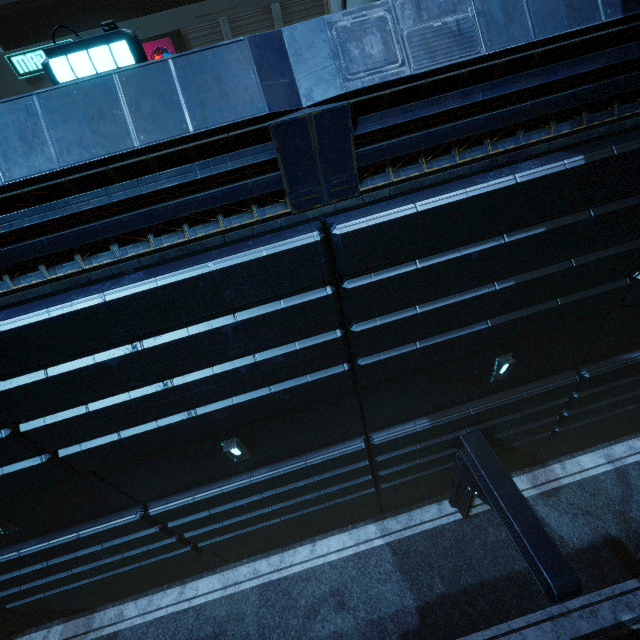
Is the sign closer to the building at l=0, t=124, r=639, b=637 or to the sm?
the building at l=0, t=124, r=639, b=637

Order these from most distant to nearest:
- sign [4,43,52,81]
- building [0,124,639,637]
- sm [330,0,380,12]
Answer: sign [4,43,52,81] < sm [330,0,380,12] < building [0,124,639,637]

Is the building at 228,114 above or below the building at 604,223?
above

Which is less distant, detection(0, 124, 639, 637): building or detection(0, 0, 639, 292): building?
detection(0, 0, 639, 292): building

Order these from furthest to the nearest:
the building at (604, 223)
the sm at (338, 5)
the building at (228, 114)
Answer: the sm at (338, 5)
the building at (604, 223)
the building at (228, 114)

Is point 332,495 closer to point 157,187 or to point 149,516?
point 149,516
